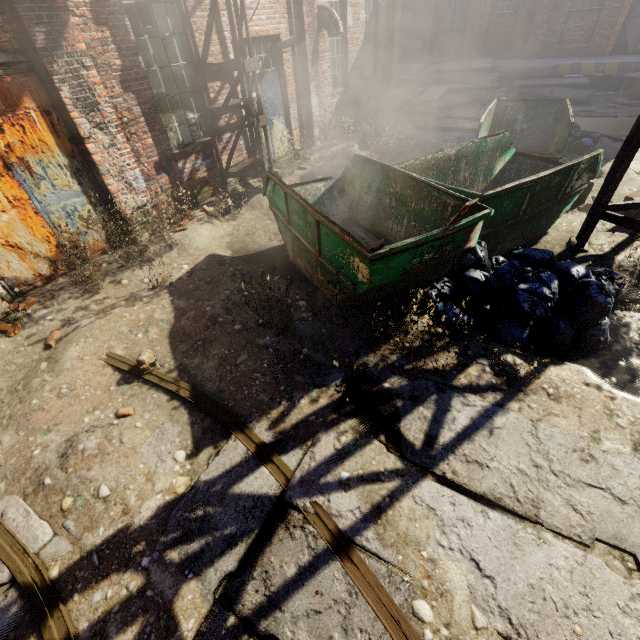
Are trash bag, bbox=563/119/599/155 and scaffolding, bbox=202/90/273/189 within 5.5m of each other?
no

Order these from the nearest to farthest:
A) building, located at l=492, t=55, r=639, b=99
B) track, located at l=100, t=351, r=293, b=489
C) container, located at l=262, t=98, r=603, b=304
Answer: track, located at l=100, t=351, r=293, b=489
container, located at l=262, t=98, r=603, b=304
building, located at l=492, t=55, r=639, b=99

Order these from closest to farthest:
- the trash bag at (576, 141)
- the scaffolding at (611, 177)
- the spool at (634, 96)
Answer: the scaffolding at (611, 177)
the trash bag at (576, 141)
the spool at (634, 96)

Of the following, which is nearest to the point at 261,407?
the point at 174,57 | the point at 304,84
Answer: the point at 174,57

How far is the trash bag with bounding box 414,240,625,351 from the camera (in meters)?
3.78

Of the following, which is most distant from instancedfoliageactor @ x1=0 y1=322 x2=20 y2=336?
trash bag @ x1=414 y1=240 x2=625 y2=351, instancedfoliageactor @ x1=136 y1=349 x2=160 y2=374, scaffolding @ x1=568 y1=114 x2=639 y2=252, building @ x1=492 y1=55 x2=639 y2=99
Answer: building @ x1=492 y1=55 x2=639 y2=99

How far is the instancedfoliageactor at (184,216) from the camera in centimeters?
620cm

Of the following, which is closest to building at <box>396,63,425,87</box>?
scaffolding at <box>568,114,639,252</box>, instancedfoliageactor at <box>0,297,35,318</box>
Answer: scaffolding at <box>568,114,639,252</box>
